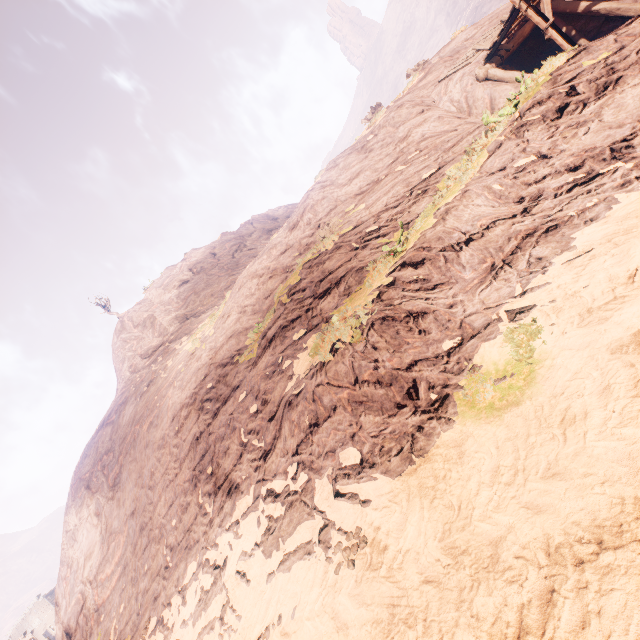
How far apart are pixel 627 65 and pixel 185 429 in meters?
16.8 m
